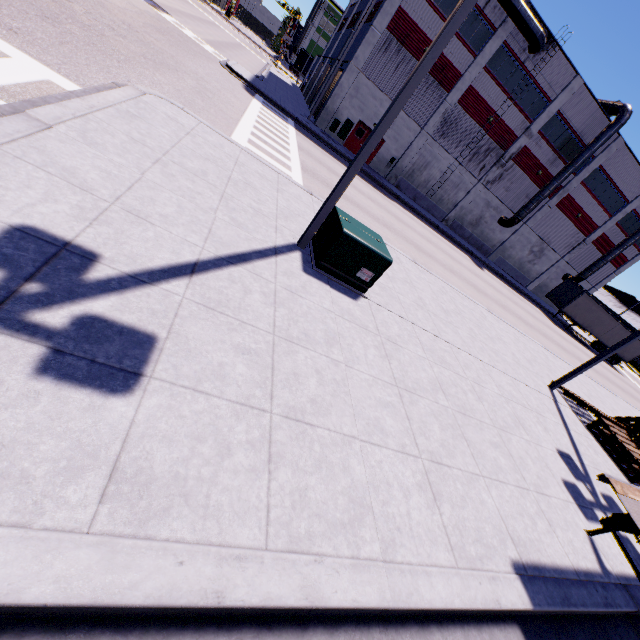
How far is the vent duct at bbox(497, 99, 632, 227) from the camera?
27.38m

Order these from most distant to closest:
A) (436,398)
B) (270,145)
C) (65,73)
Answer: (270,145) → (65,73) → (436,398)

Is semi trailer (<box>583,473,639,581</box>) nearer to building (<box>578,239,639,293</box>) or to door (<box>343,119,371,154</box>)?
building (<box>578,239,639,293</box>)

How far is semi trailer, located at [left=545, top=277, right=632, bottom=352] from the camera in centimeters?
3266cm

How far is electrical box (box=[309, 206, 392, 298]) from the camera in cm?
649

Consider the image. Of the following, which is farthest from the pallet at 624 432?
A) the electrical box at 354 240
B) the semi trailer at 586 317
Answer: the electrical box at 354 240

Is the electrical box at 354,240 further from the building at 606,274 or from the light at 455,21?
the building at 606,274

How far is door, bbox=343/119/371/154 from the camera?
27.47m
